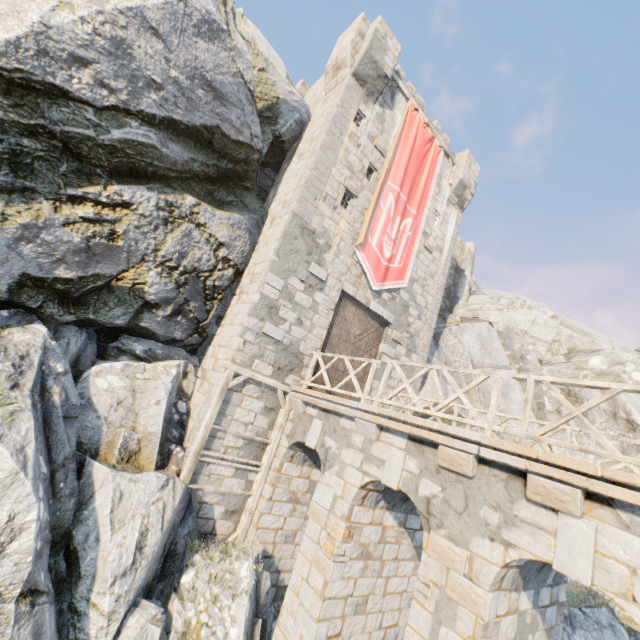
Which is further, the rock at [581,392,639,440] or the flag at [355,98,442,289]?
the rock at [581,392,639,440]

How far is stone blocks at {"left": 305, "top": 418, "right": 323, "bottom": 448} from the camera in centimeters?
871cm

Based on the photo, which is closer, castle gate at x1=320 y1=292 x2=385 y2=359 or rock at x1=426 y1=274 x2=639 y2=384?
castle gate at x1=320 y1=292 x2=385 y2=359

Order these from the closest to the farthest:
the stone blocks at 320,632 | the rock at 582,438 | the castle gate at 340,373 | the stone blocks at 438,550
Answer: the stone blocks at 438,550
the stone blocks at 320,632
the castle gate at 340,373
the rock at 582,438

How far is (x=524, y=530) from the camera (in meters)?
4.79

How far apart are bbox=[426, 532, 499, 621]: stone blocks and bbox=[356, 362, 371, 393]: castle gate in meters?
6.0

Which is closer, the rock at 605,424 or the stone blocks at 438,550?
the stone blocks at 438,550

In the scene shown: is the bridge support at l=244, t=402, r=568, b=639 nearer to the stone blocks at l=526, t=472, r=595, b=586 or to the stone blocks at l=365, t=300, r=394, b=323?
the stone blocks at l=526, t=472, r=595, b=586
